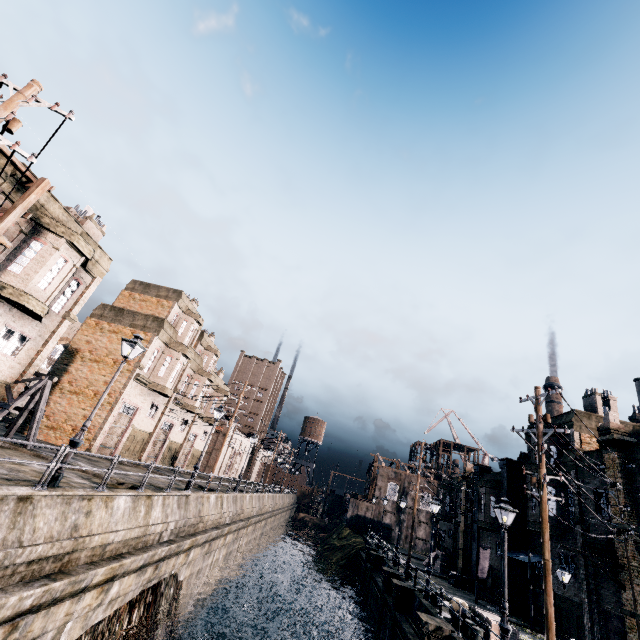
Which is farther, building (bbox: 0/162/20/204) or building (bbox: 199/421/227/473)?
building (bbox: 199/421/227/473)

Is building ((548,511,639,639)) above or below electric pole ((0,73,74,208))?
below

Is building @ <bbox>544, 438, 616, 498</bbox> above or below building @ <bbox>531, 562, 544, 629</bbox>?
above

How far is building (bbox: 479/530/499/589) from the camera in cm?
2814

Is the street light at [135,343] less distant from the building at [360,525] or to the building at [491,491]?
the building at [360,525]

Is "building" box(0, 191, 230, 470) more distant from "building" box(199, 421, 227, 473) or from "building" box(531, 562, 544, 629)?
"building" box(531, 562, 544, 629)

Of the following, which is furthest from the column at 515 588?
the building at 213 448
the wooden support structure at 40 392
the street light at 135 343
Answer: the wooden support structure at 40 392

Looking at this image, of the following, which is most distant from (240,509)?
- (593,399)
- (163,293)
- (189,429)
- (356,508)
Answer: (356,508)
